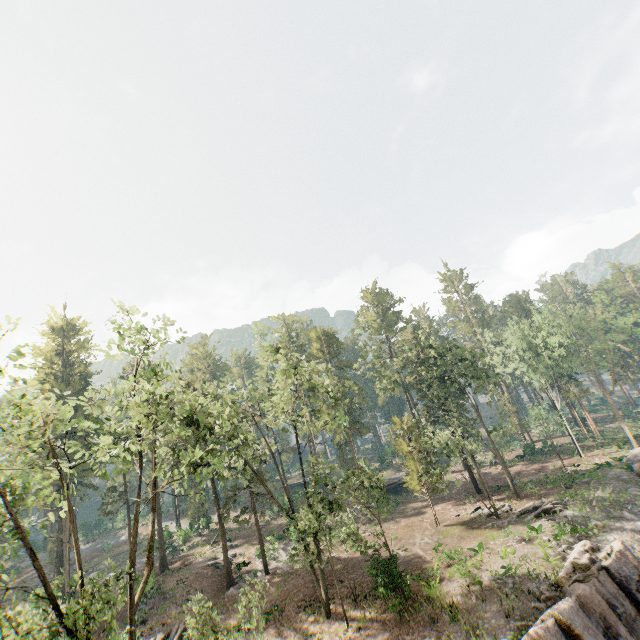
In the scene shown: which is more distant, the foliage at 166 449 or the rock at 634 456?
the rock at 634 456

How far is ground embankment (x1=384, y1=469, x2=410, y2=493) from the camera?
47.03m

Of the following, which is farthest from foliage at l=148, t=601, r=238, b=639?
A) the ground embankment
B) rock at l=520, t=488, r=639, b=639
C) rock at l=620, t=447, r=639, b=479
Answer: rock at l=620, t=447, r=639, b=479

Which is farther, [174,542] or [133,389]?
[174,542]

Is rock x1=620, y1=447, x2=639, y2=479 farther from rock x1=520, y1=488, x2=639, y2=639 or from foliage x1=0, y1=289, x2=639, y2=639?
foliage x1=0, y1=289, x2=639, y2=639

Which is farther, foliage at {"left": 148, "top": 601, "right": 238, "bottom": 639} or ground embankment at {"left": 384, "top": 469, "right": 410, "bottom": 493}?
ground embankment at {"left": 384, "top": 469, "right": 410, "bottom": 493}

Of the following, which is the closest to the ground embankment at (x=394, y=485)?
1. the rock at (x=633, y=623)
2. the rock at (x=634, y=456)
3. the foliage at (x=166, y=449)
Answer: the foliage at (x=166, y=449)

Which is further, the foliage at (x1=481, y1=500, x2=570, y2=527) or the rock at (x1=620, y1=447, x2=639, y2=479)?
the rock at (x1=620, y1=447, x2=639, y2=479)
